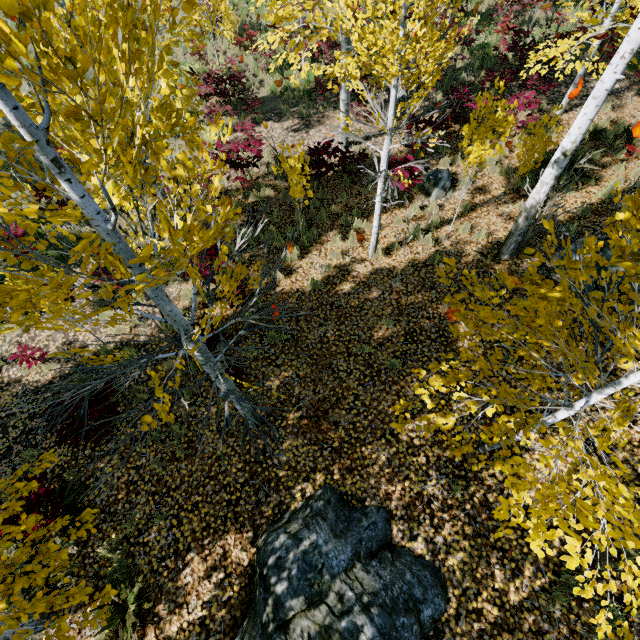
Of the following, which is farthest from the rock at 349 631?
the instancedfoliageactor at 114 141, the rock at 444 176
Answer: the rock at 444 176

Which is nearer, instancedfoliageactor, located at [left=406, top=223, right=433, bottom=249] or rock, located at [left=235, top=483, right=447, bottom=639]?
rock, located at [left=235, top=483, right=447, bottom=639]

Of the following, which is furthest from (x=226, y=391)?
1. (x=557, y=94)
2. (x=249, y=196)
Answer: (x=557, y=94)

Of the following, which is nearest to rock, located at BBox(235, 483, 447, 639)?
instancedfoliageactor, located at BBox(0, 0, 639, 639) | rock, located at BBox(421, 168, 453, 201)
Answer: instancedfoliageactor, located at BBox(0, 0, 639, 639)

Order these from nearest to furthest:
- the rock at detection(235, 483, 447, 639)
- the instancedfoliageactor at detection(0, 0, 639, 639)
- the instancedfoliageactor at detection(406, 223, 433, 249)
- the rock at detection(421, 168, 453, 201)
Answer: the instancedfoliageactor at detection(0, 0, 639, 639) → the rock at detection(235, 483, 447, 639) → the instancedfoliageactor at detection(406, 223, 433, 249) → the rock at detection(421, 168, 453, 201)

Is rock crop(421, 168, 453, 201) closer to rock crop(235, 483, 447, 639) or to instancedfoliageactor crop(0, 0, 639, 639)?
instancedfoliageactor crop(0, 0, 639, 639)

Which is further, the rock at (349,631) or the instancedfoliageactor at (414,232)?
the instancedfoliageactor at (414,232)
